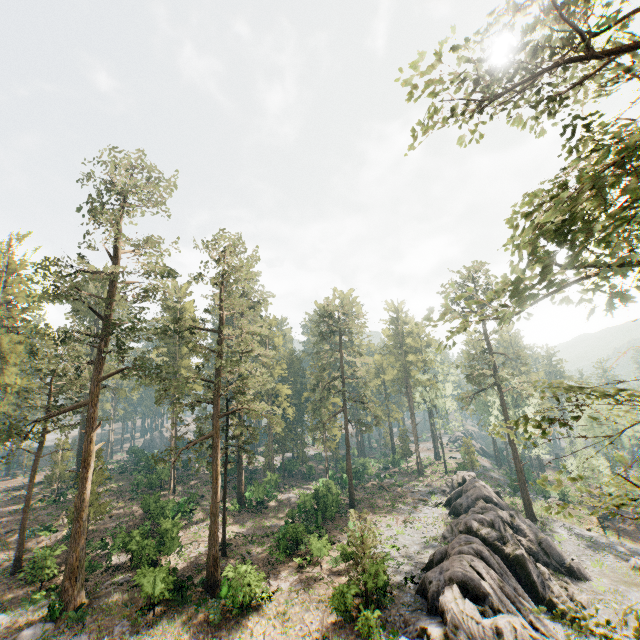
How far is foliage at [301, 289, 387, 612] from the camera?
21.86m

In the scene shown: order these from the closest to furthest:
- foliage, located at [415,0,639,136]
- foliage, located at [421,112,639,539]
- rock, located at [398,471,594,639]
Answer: foliage, located at [421,112,639,539], foliage, located at [415,0,639,136], rock, located at [398,471,594,639]

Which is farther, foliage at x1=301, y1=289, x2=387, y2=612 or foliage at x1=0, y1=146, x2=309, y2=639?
foliage at x1=0, y1=146, x2=309, y2=639

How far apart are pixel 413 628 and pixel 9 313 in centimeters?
4774cm

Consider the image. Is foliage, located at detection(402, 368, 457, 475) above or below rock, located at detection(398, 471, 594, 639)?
above

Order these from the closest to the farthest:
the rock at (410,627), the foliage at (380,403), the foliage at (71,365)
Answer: the rock at (410,627) → the foliage at (380,403) → the foliage at (71,365)

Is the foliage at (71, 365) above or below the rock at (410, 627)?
above
